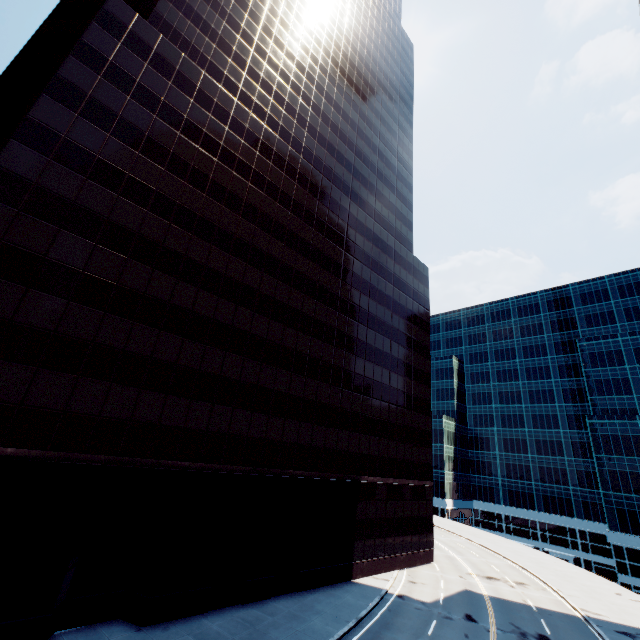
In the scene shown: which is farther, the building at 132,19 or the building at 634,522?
the building at 634,522

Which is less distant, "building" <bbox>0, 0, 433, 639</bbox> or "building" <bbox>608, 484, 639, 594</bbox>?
"building" <bbox>0, 0, 433, 639</bbox>

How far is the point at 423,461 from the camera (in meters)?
40.47
